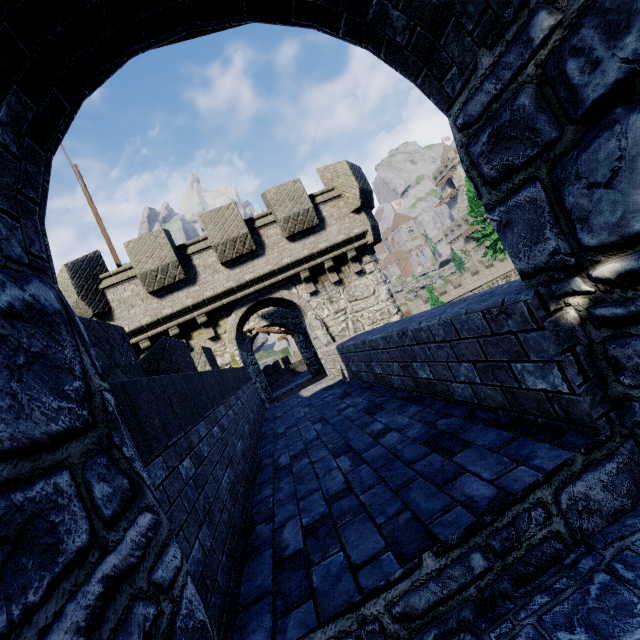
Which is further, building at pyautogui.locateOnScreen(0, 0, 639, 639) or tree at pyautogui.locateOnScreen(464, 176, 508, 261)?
tree at pyautogui.locateOnScreen(464, 176, 508, 261)

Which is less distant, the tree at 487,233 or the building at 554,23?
the building at 554,23

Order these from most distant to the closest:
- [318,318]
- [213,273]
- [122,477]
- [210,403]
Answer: [318,318] → [213,273] → [210,403] → [122,477]

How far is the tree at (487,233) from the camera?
34.17m

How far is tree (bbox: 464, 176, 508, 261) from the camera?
34.2 meters
